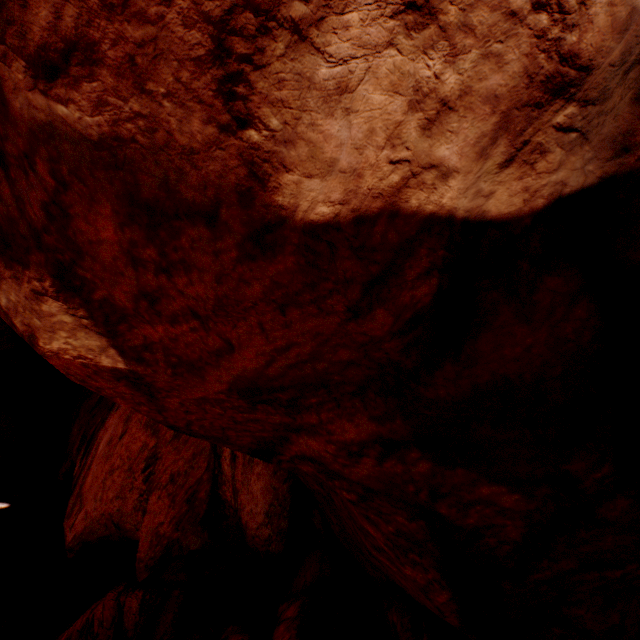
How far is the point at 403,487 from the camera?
2.13m
